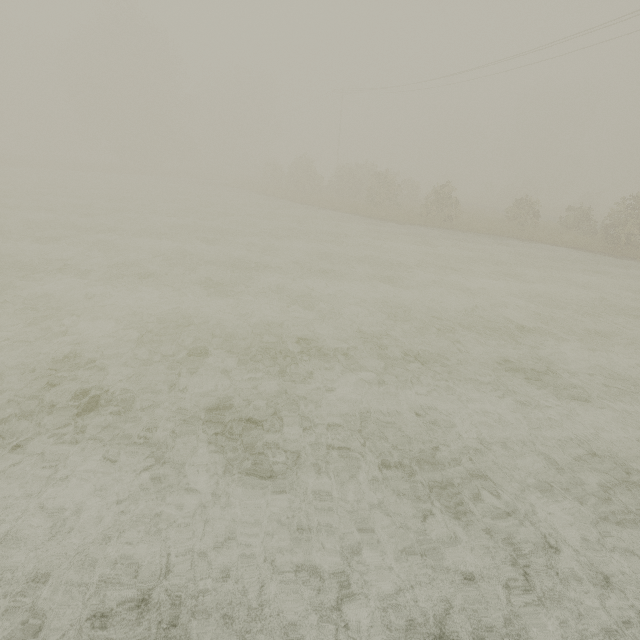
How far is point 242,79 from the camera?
51.0m
